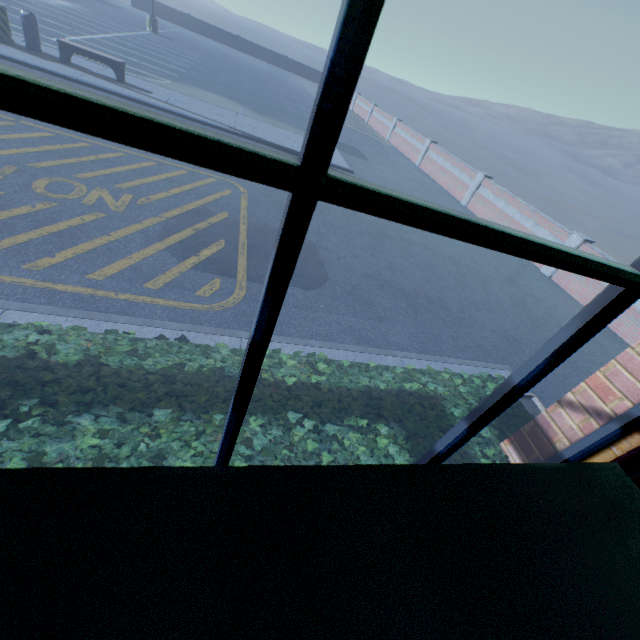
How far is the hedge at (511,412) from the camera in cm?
238

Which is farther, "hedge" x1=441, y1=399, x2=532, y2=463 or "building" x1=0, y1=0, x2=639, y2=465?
"hedge" x1=441, y1=399, x2=532, y2=463

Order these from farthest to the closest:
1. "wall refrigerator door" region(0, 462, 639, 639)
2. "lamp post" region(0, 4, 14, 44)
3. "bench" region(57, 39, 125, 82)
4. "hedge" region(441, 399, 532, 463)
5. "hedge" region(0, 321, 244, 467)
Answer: "bench" region(57, 39, 125, 82), "lamp post" region(0, 4, 14, 44), "hedge" region(441, 399, 532, 463), "hedge" region(0, 321, 244, 467), "wall refrigerator door" region(0, 462, 639, 639)

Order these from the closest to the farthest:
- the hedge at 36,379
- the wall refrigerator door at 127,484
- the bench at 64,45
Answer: the wall refrigerator door at 127,484 → the hedge at 36,379 → the bench at 64,45

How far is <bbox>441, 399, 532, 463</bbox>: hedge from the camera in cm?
238

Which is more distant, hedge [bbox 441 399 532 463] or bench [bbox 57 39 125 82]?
bench [bbox 57 39 125 82]

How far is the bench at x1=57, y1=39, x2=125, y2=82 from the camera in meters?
10.2

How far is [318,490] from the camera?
0.62m
